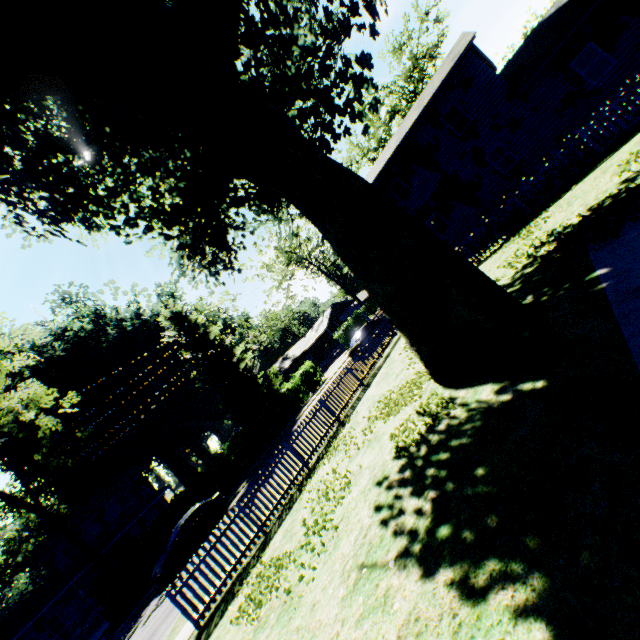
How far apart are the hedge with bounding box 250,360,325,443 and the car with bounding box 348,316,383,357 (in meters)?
11.09

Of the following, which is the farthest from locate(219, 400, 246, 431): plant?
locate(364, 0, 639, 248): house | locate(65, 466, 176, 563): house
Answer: locate(364, 0, 639, 248): house

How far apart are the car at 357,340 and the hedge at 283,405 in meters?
11.1 m

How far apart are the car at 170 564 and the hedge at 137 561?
2.7m

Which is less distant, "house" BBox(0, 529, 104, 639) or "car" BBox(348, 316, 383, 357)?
"car" BBox(348, 316, 383, 357)

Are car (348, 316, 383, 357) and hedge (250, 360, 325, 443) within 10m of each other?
no

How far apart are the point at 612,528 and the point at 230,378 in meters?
33.8 m

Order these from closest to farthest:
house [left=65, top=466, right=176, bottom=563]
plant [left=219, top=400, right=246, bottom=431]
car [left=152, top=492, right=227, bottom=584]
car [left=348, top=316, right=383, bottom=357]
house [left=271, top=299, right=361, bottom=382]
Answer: car [left=152, top=492, right=227, bottom=584] < car [left=348, top=316, right=383, bottom=357] < plant [left=219, top=400, right=246, bottom=431] < house [left=65, top=466, right=176, bottom=563] < house [left=271, top=299, right=361, bottom=382]
